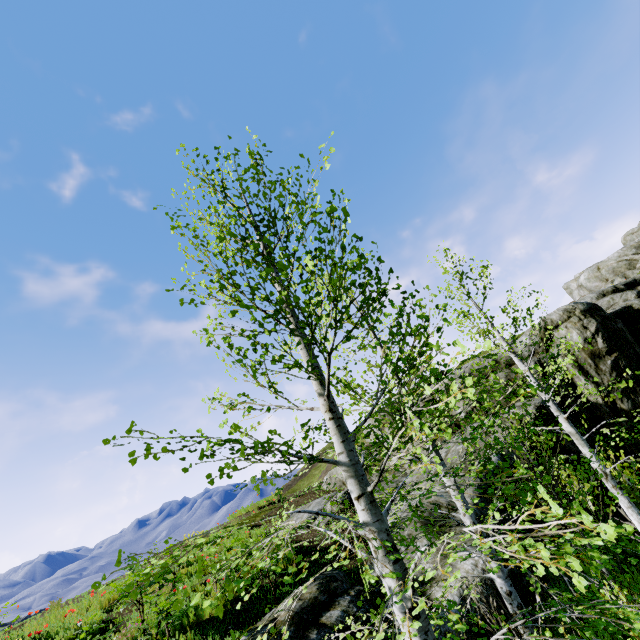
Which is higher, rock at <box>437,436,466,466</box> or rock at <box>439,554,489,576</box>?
rock at <box>437,436,466,466</box>

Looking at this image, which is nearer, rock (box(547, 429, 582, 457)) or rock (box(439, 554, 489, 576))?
rock (box(439, 554, 489, 576))

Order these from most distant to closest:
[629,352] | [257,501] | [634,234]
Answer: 1. [634,234]
2. [257,501]
3. [629,352]

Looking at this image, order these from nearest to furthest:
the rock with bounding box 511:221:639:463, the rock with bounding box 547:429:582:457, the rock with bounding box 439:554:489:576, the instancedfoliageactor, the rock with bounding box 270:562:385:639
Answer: the instancedfoliageactor < the rock with bounding box 270:562:385:639 < the rock with bounding box 439:554:489:576 < the rock with bounding box 547:429:582:457 < the rock with bounding box 511:221:639:463

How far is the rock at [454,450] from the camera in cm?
1163

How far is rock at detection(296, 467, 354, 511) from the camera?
13.1m
